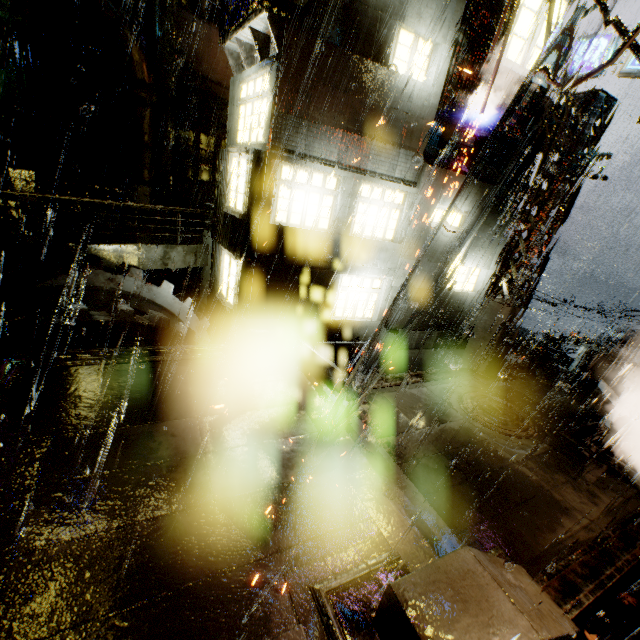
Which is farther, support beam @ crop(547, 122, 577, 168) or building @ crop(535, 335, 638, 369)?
building @ crop(535, 335, 638, 369)

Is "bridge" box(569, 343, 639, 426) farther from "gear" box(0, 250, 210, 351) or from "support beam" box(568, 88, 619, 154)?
"gear" box(0, 250, 210, 351)

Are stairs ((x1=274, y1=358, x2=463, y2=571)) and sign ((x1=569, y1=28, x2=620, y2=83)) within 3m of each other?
no

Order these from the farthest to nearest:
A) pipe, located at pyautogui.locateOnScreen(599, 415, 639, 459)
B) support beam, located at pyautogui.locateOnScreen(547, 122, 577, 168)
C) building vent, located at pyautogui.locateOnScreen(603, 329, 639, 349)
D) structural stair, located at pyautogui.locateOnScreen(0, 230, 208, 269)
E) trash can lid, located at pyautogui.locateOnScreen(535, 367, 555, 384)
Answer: building vent, located at pyautogui.locateOnScreen(603, 329, 639, 349) → trash can lid, located at pyautogui.locateOnScreen(535, 367, 555, 384) → support beam, located at pyautogui.locateOnScreen(547, 122, 577, 168) → pipe, located at pyautogui.locateOnScreen(599, 415, 639, 459) → structural stair, located at pyautogui.locateOnScreen(0, 230, 208, 269)

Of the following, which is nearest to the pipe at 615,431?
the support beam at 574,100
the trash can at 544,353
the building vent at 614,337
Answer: the trash can at 544,353

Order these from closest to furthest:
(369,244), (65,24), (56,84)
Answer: (369,244), (65,24), (56,84)

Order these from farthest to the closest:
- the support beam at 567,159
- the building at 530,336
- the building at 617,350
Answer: the building at 617,350 < the building at 530,336 < the support beam at 567,159

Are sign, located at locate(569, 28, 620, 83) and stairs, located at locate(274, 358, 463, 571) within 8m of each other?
no
